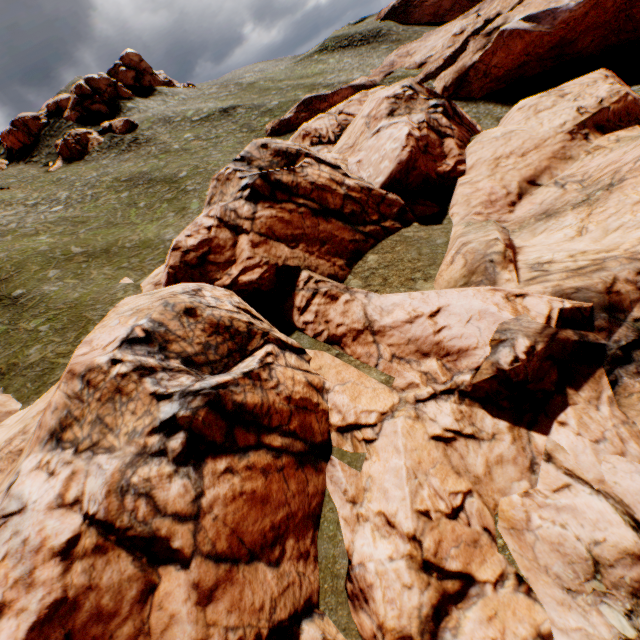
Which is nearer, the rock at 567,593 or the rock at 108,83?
the rock at 567,593

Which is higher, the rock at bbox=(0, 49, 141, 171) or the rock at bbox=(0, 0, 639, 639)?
the rock at bbox=(0, 49, 141, 171)

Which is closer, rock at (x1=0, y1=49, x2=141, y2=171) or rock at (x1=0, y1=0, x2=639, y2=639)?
rock at (x1=0, y1=0, x2=639, y2=639)

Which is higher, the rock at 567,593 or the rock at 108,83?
the rock at 108,83

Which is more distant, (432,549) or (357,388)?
(357,388)
